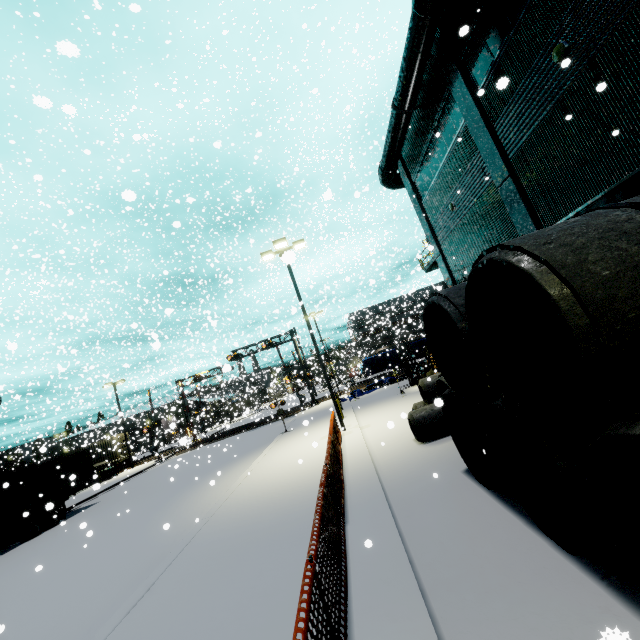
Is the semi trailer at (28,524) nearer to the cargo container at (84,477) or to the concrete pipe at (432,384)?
the cargo container at (84,477)

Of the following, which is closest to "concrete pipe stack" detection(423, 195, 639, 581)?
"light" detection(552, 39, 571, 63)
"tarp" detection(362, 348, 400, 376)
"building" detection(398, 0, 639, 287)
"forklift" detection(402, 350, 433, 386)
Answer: "building" detection(398, 0, 639, 287)

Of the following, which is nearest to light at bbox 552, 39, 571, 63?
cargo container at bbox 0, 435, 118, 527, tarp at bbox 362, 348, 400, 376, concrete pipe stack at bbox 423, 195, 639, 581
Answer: concrete pipe stack at bbox 423, 195, 639, 581

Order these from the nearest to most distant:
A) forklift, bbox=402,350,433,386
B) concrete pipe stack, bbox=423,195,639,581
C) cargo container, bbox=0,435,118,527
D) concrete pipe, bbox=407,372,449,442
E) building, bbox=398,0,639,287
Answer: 1. concrete pipe stack, bbox=423,195,639,581
2. building, bbox=398,0,639,287
3. concrete pipe, bbox=407,372,449,442
4. cargo container, bbox=0,435,118,527
5. forklift, bbox=402,350,433,386

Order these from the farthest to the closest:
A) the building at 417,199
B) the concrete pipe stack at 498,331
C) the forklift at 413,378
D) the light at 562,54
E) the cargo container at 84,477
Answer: the forklift at 413,378
the cargo container at 84,477
the light at 562,54
the building at 417,199
the concrete pipe stack at 498,331

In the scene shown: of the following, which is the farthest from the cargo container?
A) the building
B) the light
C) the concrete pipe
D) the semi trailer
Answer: the light

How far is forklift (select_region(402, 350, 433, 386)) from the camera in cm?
2380

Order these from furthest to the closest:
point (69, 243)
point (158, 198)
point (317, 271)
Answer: point (158, 198), point (317, 271), point (69, 243)
